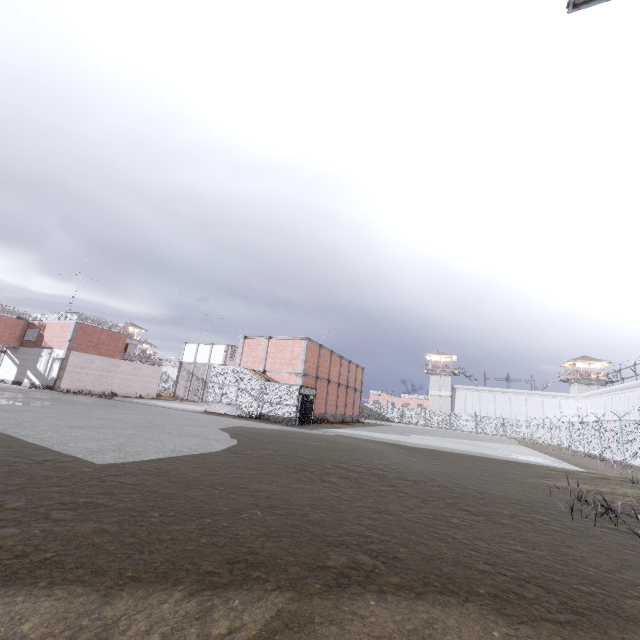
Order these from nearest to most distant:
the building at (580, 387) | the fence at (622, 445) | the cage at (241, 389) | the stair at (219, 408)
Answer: the fence at (622, 445) < the cage at (241, 389) < the stair at (219, 408) < the building at (580, 387)

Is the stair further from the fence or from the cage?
the fence

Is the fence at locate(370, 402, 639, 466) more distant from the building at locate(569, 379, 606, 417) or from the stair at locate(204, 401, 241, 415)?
the stair at locate(204, 401, 241, 415)

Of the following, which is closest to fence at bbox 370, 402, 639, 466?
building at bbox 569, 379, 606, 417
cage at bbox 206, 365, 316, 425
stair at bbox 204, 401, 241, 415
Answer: cage at bbox 206, 365, 316, 425

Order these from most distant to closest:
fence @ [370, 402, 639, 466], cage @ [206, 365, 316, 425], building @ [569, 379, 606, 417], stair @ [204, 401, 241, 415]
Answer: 1. building @ [569, 379, 606, 417]
2. stair @ [204, 401, 241, 415]
3. cage @ [206, 365, 316, 425]
4. fence @ [370, 402, 639, 466]

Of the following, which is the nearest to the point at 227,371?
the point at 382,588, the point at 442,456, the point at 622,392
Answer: the point at 442,456

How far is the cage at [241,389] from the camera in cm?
2366

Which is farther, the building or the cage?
the building
